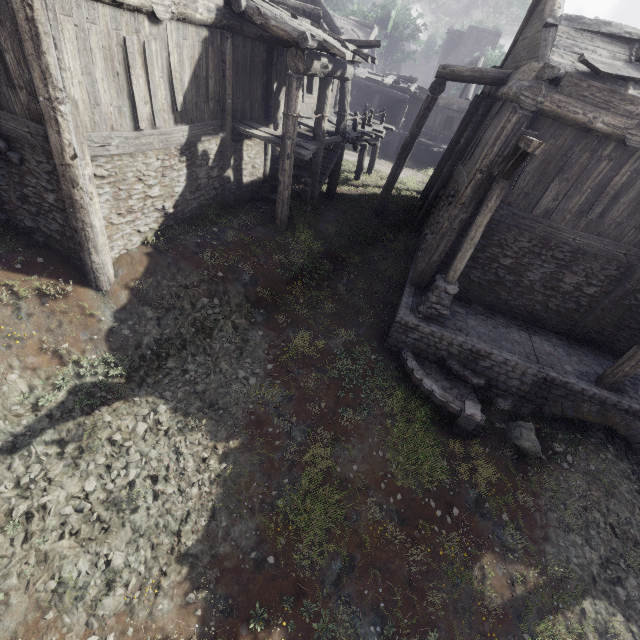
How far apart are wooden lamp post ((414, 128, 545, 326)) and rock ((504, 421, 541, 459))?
3.0m

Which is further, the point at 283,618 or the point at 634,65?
the point at 634,65

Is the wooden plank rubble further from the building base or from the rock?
the rock

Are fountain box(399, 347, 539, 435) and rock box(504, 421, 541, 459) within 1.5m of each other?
yes

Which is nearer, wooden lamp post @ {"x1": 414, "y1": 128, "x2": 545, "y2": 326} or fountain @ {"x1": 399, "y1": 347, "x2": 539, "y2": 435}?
wooden lamp post @ {"x1": 414, "y1": 128, "x2": 545, "y2": 326}

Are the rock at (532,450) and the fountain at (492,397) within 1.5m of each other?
yes

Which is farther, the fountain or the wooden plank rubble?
the wooden plank rubble

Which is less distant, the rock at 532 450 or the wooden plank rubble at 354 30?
the rock at 532 450
